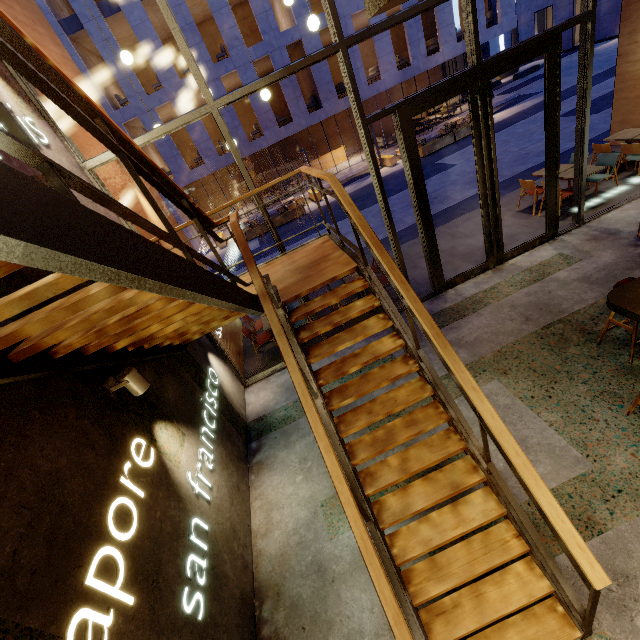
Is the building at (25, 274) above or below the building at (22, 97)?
below

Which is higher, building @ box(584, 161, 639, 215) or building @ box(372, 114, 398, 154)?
building @ box(372, 114, 398, 154)

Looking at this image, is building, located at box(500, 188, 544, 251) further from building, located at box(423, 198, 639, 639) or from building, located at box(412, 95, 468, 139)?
building, located at box(412, 95, 468, 139)

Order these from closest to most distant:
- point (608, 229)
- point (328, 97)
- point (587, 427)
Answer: point (587, 427) < point (608, 229) < point (328, 97)

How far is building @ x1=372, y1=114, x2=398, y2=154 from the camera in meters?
22.4 m

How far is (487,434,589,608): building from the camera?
2.78m

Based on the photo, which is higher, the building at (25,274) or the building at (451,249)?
the building at (25,274)

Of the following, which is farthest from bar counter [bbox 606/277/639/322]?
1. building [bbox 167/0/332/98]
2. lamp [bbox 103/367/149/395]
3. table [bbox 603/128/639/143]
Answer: building [bbox 167/0/332/98]
